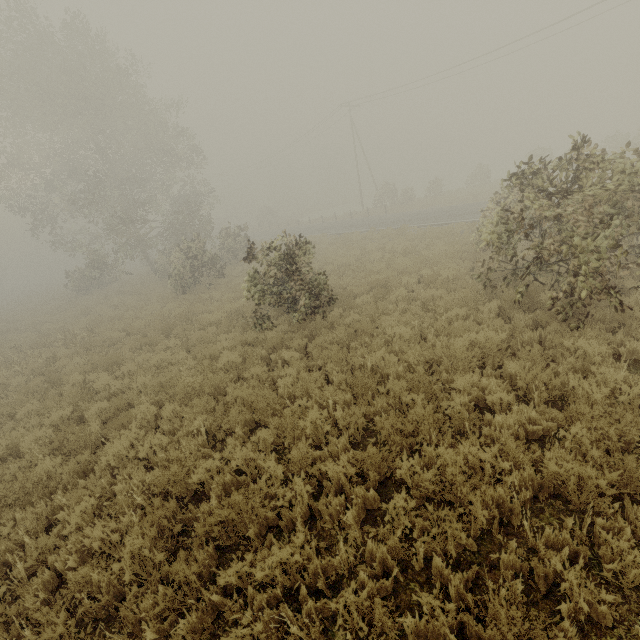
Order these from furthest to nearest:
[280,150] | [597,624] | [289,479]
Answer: [280,150], [289,479], [597,624]
